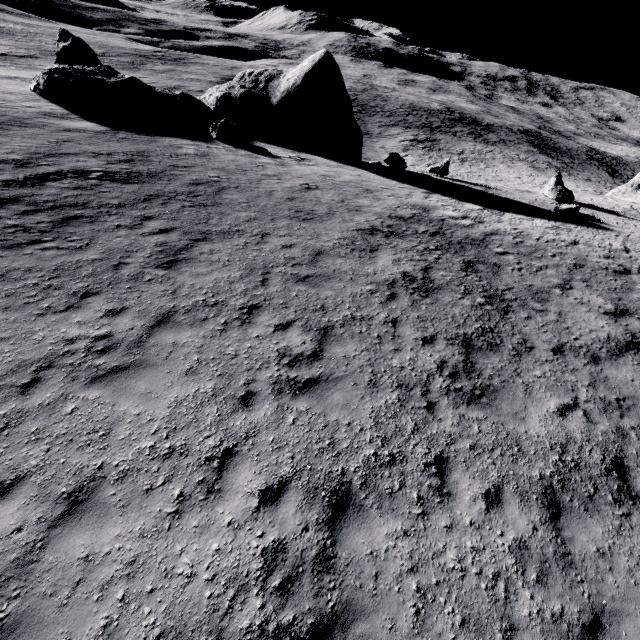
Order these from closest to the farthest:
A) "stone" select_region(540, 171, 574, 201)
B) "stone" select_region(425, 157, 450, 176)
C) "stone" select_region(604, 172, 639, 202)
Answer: "stone" select_region(540, 171, 574, 201), "stone" select_region(425, 157, 450, 176), "stone" select_region(604, 172, 639, 202)

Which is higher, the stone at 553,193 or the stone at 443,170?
the stone at 553,193

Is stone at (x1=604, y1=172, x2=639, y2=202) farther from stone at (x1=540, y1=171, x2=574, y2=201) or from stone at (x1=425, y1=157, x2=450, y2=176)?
stone at (x1=425, y1=157, x2=450, y2=176)

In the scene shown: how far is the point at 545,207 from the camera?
22.4m

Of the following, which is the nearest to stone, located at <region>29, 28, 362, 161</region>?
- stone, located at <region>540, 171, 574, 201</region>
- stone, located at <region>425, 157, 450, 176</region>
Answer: stone, located at <region>425, 157, 450, 176</region>

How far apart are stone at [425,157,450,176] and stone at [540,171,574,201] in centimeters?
729cm

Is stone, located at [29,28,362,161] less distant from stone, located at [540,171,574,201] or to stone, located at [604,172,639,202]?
stone, located at [540,171,574,201]

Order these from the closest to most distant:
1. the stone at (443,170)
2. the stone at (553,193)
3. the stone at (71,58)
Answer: the stone at (71,58) → the stone at (553,193) → the stone at (443,170)
